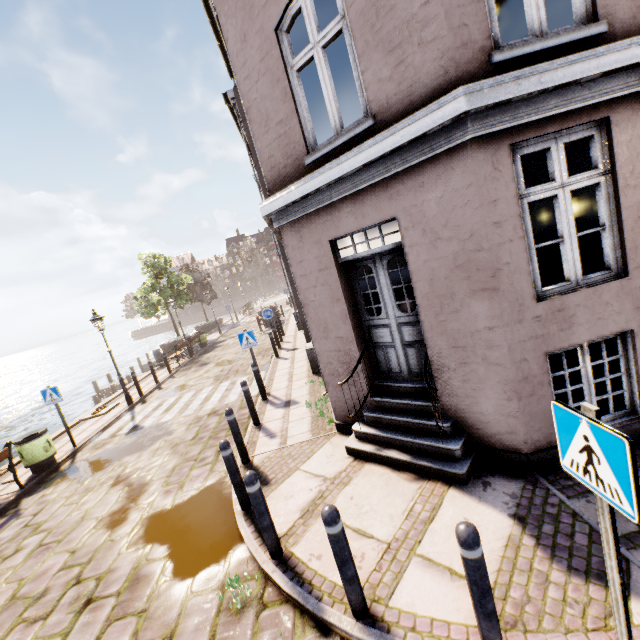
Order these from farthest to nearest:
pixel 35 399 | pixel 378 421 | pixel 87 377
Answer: pixel 87 377, pixel 35 399, pixel 378 421

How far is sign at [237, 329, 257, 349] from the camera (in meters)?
9.27

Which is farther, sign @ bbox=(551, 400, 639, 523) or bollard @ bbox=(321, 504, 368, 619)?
bollard @ bbox=(321, 504, 368, 619)

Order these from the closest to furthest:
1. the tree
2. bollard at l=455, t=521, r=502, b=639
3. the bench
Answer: bollard at l=455, t=521, r=502, b=639 < the bench < the tree

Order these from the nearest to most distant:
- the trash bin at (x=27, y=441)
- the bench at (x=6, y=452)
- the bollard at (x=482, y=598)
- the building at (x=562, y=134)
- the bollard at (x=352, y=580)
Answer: the bollard at (x=482, y=598) < the bollard at (x=352, y=580) < the building at (x=562, y=134) < the bench at (x=6, y=452) < the trash bin at (x=27, y=441)

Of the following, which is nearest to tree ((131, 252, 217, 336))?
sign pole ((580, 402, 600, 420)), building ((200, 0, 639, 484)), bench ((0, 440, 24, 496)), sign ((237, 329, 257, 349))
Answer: building ((200, 0, 639, 484))

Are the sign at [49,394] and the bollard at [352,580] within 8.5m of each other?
no

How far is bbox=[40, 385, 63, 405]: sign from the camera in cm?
922
